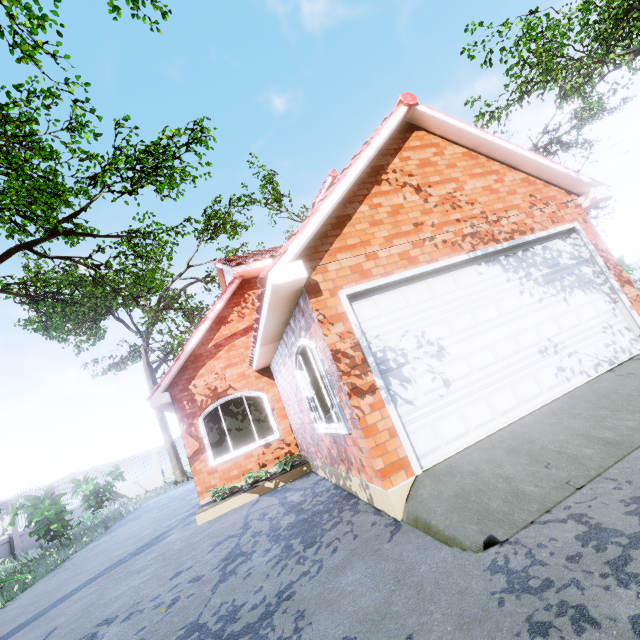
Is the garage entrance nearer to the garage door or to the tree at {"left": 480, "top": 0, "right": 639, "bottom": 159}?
the garage door

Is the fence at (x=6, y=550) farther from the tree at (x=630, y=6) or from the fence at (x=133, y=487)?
the fence at (x=133, y=487)

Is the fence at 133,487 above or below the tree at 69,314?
below

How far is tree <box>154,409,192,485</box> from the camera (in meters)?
19.72

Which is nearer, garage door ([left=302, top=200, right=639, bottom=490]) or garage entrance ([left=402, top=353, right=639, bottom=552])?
garage entrance ([left=402, top=353, right=639, bottom=552])

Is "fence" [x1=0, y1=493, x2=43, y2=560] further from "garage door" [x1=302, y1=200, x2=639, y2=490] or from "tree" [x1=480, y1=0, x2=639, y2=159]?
"garage door" [x1=302, y1=200, x2=639, y2=490]

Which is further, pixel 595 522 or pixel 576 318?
pixel 576 318
